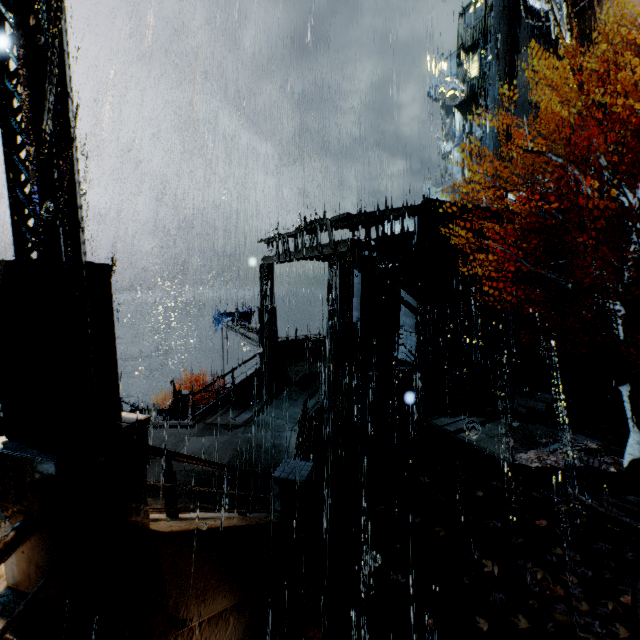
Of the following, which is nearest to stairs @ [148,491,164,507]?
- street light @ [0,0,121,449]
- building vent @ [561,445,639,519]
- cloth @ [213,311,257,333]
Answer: street light @ [0,0,121,449]

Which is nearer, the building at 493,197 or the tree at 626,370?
the tree at 626,370

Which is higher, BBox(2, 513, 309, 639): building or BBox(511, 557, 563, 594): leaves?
BBox(2, 513, 309, 639): building

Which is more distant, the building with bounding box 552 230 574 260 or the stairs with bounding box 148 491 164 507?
the building with bounding box 552 230 574 260

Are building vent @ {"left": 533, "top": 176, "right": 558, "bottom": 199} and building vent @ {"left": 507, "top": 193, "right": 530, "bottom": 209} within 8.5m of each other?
yes

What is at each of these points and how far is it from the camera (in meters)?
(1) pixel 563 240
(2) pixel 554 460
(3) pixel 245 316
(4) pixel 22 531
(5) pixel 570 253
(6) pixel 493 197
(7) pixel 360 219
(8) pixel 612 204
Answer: (1) building, 23.36
(2) leaves, 10.77
(3) cloth, 32.16
(4) railing, 2.34
(5) stairs, 22.92
(6) building, 33.69
(7) sm, 14.68
(8) building, 25.66

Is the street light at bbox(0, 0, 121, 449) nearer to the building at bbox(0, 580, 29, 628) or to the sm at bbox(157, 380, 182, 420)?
the building at bbox(0, 580, 29, 628)

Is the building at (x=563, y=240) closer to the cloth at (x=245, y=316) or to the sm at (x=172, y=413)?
the cloth at (x=245, y=316)
